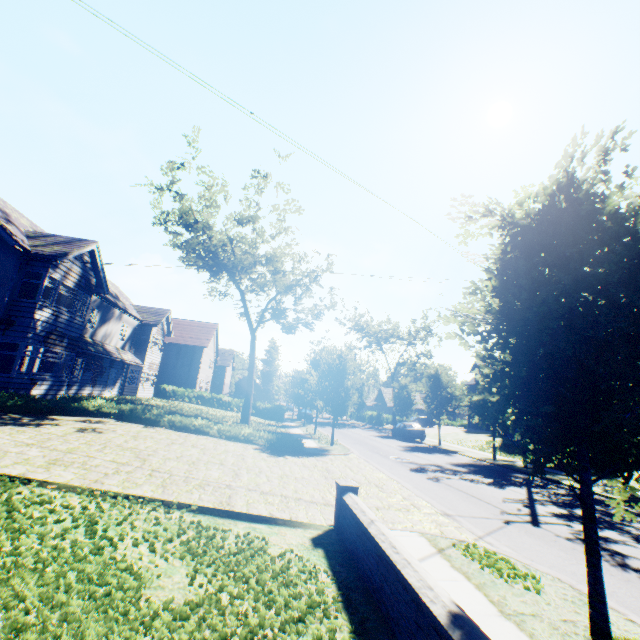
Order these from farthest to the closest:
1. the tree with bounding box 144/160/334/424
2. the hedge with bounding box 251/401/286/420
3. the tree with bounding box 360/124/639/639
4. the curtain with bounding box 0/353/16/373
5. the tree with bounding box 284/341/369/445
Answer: the hedge with bounding box 251/401/286/420 < the tree with bounding box 144/160/334/424 < the tree with bounding box 284/341/369/445 < the curtain with bounding box 0/353/16/373 < the tree with bounding box 360/124/639/639

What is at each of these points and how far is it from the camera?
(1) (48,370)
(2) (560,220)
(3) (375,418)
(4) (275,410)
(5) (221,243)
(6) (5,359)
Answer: (1) curtain, 17.2m
(2) tree, 5.1m
(3) hedge, 50.2m
(4) hedge, 38.2m
(5) tree, 30.7m
(6) curtain, 14.8m

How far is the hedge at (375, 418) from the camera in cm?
5012

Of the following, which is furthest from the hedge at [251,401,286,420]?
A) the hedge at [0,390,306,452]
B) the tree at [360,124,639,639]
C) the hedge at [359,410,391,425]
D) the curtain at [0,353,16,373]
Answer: the hedge at [0,390,306,452]

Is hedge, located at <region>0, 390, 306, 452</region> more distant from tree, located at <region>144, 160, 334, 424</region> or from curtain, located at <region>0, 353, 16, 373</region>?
tree, located at <region>144, 160, 334, 424</region>

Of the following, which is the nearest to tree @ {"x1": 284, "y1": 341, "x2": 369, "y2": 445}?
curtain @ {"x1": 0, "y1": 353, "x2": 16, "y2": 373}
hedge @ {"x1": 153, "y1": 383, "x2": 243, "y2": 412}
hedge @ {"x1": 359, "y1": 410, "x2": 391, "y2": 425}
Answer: hedge @ {"x1": 153, "y1": 383, "x2": 243, "y2": 412}

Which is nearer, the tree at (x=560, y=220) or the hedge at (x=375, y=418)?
the tree at (x=560, y=220)

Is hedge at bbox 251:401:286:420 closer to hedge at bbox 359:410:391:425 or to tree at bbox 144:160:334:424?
tree at bbox 144:160:334:424
